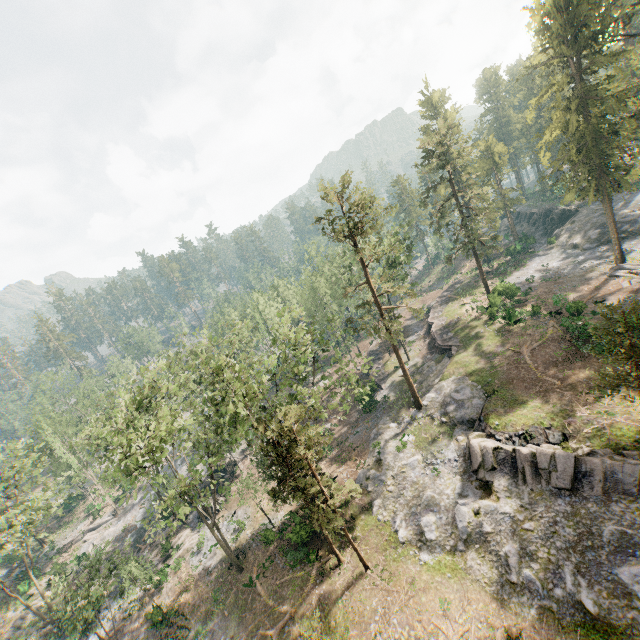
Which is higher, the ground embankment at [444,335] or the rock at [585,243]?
the rock at [585,243]

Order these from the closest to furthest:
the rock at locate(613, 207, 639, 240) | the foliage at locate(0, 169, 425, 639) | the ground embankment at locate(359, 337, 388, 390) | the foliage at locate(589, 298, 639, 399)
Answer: the foliage at locate(589, 298, 639, 399) → the foliage at locate(0, 169, 425, 639) → the rock at locate(613, 207, 639, 240) → the ground embankment at locate(359, 337, 388, 390)

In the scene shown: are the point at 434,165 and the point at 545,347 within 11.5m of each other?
no

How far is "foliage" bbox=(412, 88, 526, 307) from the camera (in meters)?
38.06

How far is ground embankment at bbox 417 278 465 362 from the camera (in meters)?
40.41

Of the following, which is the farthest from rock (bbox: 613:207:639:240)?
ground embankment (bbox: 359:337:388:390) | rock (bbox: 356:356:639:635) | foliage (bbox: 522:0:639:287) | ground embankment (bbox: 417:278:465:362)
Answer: rock (bbox: 356:356:639:635)

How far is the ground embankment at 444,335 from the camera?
40.4m

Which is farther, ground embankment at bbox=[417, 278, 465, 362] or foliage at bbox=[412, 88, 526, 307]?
ground embankment at bbox=[417, 278, 465, 362]
